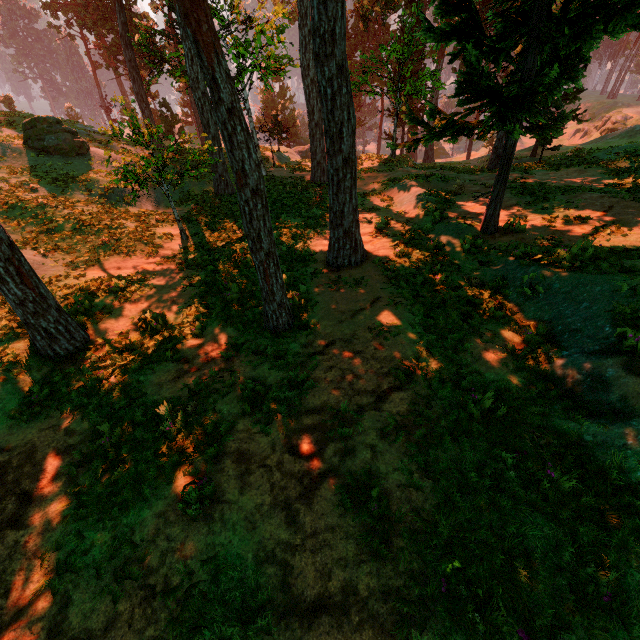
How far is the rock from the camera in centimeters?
5112cm

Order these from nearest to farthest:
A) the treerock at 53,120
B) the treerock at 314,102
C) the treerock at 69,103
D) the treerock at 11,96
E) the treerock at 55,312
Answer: the treerock at 314,102, the treerock at 55,312, the treerock at 53,120, the treerock at 11,96, the treerock at 69,103

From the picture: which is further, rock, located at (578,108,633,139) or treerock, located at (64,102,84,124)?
rock, located at (578,108,633,139)

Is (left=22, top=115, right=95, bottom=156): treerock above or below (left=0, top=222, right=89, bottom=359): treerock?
above

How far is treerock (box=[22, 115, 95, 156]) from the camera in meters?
18.0 m

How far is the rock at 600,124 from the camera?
51.1m

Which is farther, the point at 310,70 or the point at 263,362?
the point at 310,70
